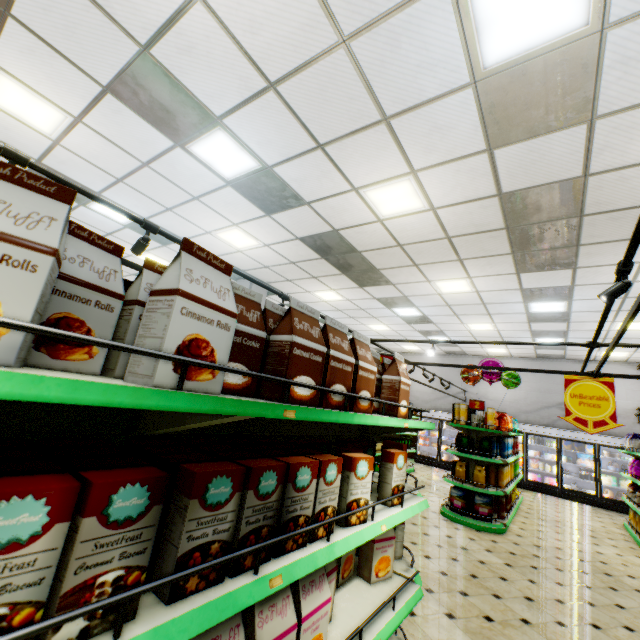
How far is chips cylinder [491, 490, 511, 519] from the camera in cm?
672

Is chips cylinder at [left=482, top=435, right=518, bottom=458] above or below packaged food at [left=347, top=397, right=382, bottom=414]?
below

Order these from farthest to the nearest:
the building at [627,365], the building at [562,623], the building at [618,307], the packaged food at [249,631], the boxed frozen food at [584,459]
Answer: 1. the boxed frozen food at [584,459]
2. the building at [627,365]
3. the building at [618,307]
4. the building at [562,623]
5. the packaged food at [249,631]

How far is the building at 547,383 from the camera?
12.5m

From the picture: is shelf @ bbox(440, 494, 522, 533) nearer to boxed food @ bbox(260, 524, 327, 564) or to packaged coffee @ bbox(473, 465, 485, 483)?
packaged coffee @ bbox(473, 465, 485, 483)

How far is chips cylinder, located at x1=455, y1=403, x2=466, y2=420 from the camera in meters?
7.1 m

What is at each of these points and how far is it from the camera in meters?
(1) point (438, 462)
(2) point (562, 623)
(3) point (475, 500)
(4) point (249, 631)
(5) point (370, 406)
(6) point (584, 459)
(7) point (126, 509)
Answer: (1) wall refrigerator door, 13.4
(2) building, 3.6
(3) boxed tea, 6.5
(4) packaged food, 1.2
(5) packaged food, 1.9
(6) boxed frozen food, 11.1
(7) boxed food, 0.8

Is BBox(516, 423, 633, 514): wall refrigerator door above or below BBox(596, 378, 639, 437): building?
below
